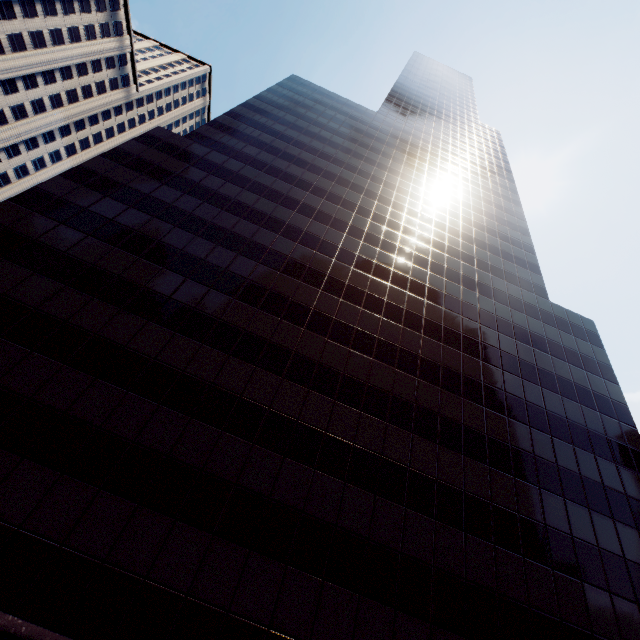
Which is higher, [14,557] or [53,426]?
[53,426]

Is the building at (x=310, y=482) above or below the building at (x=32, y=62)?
below

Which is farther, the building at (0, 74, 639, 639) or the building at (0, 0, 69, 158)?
the building at (0, 0, 69, 158)

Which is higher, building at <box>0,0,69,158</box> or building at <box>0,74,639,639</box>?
building at <box>0,0,69,158</box>

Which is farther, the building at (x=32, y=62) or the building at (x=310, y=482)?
the building at (x=32, y=62)
